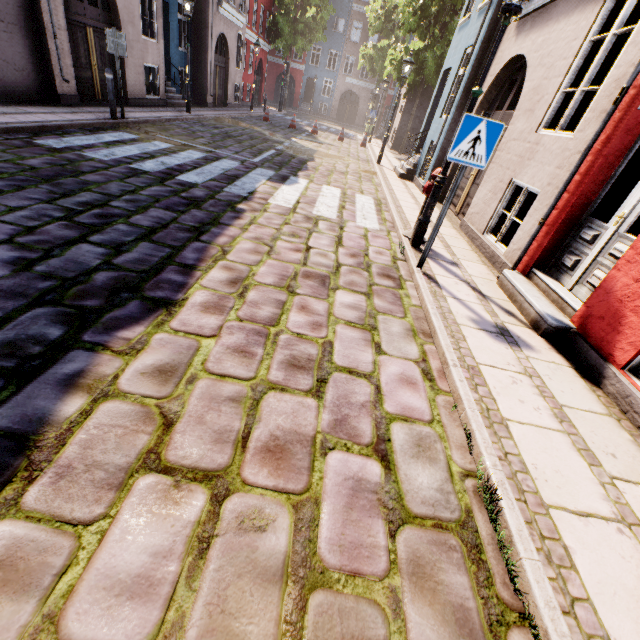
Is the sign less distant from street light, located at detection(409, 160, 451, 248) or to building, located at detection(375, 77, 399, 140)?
street light, located at detection(409, 160, 451, 248)

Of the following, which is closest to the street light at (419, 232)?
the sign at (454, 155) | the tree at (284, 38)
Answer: the sign at (454, 155)

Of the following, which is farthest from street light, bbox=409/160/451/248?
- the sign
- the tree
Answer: the tree

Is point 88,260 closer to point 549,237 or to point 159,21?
point 549,237

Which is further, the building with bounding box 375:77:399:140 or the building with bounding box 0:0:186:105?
the building with bounding box 375:77:399:140

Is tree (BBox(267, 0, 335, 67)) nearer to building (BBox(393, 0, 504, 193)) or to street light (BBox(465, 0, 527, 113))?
building (BBox(393, 0, 504, 193))

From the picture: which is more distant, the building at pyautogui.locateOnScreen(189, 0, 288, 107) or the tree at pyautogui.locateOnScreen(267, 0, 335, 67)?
the tree at pyautogui.locateOnScreen(267, 0, 335, 67)

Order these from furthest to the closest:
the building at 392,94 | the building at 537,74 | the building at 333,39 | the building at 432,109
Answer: the building at 333,39 → the building at 392,94 → the building at 432,109 → the building at 537,74
